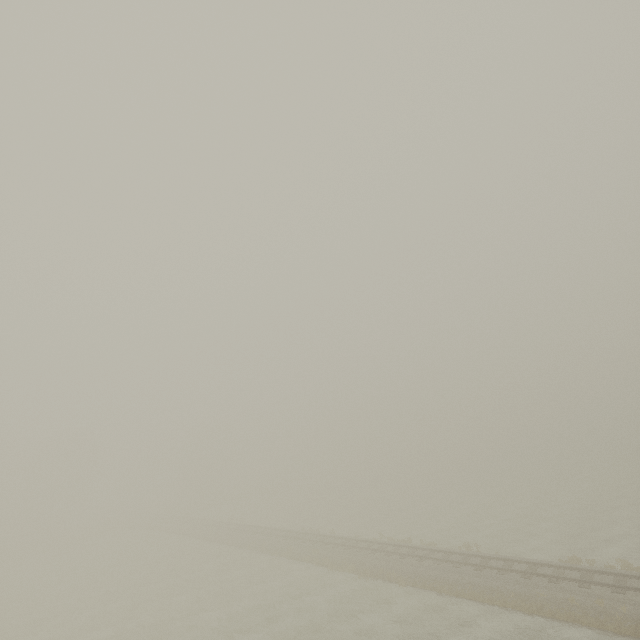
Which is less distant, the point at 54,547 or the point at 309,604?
the point at 309,604
